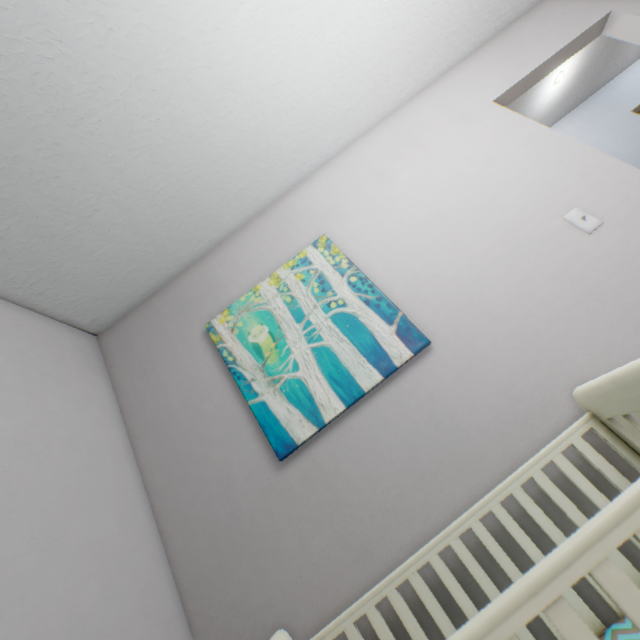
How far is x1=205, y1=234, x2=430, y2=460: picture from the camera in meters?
1.4

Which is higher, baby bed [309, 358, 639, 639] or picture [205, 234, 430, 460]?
picture [205, 234, 430, 460]

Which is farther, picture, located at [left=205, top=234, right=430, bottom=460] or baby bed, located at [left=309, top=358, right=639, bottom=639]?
picture, located at [left=205, top=234, right=430, bottom=460]

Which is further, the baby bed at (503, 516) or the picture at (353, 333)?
the picture at (353, 333)

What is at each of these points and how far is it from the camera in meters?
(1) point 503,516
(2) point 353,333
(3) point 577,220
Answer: (1) baby bed, 1.0 m
(2) picture, 1.4 m
(3) light switch, 1.4 m

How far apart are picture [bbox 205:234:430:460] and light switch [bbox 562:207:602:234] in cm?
90

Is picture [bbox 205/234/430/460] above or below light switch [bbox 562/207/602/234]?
above

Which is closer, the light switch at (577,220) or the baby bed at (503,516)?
the baby bed at (503,516)
